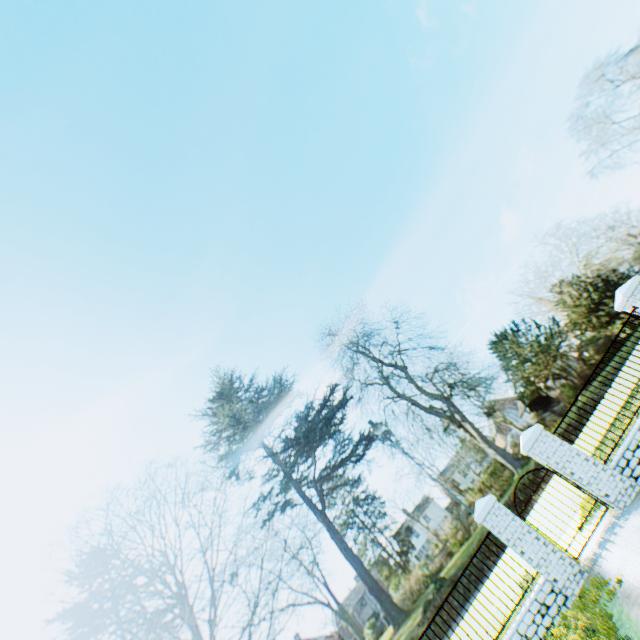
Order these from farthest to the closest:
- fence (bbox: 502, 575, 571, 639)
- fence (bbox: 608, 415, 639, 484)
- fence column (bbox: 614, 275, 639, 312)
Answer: fence column (bbox: 614, 275, 639, 312) < fence (bbox: 608, 415, 639, 484) < fence (bbox: 502, 575, 571, 639)

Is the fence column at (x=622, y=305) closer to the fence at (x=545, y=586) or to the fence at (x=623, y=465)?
the fence at (x=623, y=465)

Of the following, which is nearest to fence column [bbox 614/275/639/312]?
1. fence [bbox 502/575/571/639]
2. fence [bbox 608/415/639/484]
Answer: fence [bbox 608/415/639/484]

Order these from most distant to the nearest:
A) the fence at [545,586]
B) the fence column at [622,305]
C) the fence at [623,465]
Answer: the fence column at [622,305] → the fence at [623,465] → the fence at [545,586]

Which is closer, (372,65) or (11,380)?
(11,380)

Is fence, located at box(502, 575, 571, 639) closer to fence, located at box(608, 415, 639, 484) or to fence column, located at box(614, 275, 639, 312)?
fence, located at box(608, 415, 639, 484)
